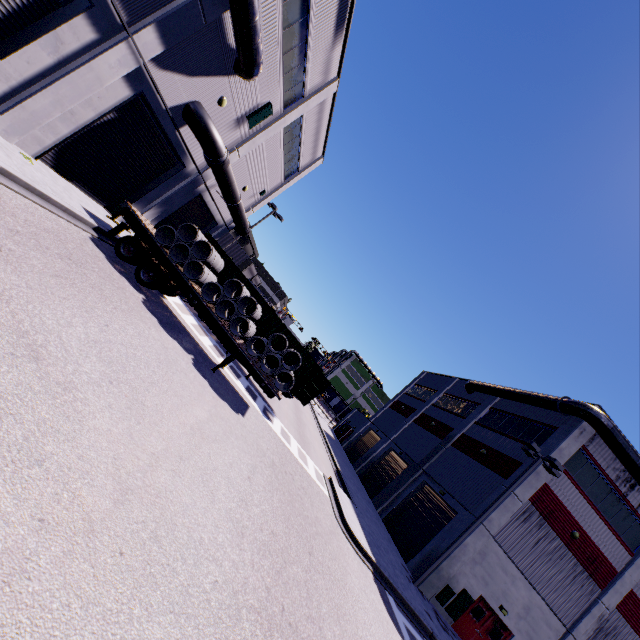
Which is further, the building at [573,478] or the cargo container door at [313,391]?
the building at [573,478]

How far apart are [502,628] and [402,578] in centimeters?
841cm

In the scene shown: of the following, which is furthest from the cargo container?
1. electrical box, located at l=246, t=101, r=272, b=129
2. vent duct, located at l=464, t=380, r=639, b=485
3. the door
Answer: electrical box, located at l=246, t=101, r=272, b=129

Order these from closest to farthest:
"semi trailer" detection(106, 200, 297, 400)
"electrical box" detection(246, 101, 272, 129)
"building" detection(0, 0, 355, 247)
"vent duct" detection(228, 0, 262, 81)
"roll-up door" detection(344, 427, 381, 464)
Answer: "building" detection(0, 0, 355, 247) → "vent duct" detection(228, 0, 262, 81) → "semi trailer" detection(106, 200, 297, 400) → "electrical box" detection(246, 101, 272, 129) → "roll-up door" detection(344, 427, 381, 464)

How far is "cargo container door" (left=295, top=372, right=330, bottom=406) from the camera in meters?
17.1

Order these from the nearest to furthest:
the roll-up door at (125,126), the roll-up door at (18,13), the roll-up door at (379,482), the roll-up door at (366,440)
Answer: the roll-up door at (18,13), the roll-up door at (125,126), the roll-up door at (379,482), the roll-up door at (366,440)

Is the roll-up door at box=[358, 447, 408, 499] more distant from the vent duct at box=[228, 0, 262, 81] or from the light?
the vent duct at box=[228, 0, 262, 81]

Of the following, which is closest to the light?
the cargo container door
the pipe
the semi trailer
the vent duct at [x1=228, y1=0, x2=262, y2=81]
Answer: the semi trailer
